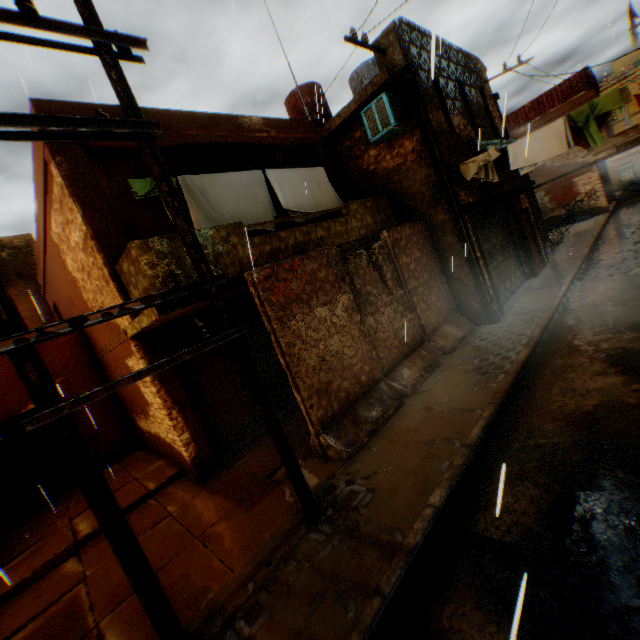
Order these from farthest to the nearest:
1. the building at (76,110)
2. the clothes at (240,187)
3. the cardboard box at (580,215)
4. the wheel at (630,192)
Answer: the wheel at (630,192)
the cardboard box at (580,215)
the clothes at (240,187)
the building at (76,110)

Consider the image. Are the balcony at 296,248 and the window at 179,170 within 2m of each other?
yes

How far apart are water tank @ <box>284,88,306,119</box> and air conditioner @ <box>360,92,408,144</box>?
4.4 meters

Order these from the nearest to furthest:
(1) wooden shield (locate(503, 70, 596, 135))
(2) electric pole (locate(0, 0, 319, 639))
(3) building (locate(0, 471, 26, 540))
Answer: (2) electric pole (locate(0, 0, 319, 639)) → (3) building (locate(0, 471, 26, 540)) → (1) wooden shield (locate(503, 70, 596, 135))

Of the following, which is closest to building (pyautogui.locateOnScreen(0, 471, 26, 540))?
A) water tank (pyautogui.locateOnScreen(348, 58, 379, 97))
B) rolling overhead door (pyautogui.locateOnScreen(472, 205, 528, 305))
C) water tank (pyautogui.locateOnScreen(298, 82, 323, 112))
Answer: rolling overhead door (pyautogui.locateOnScreen(472, 205, 528, 305))

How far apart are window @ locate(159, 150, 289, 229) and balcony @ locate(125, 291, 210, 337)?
1.1 meters

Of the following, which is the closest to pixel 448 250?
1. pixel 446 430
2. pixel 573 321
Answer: pixel 573 321

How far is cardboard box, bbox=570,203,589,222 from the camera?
20.80m
